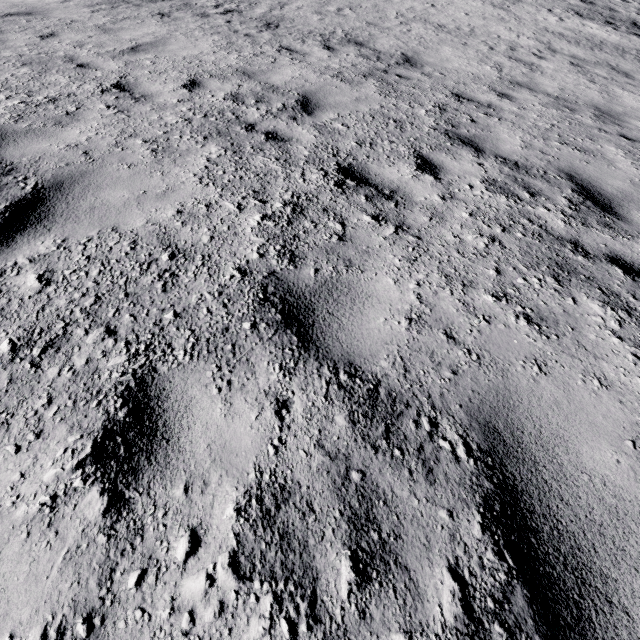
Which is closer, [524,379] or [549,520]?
[549,520]
